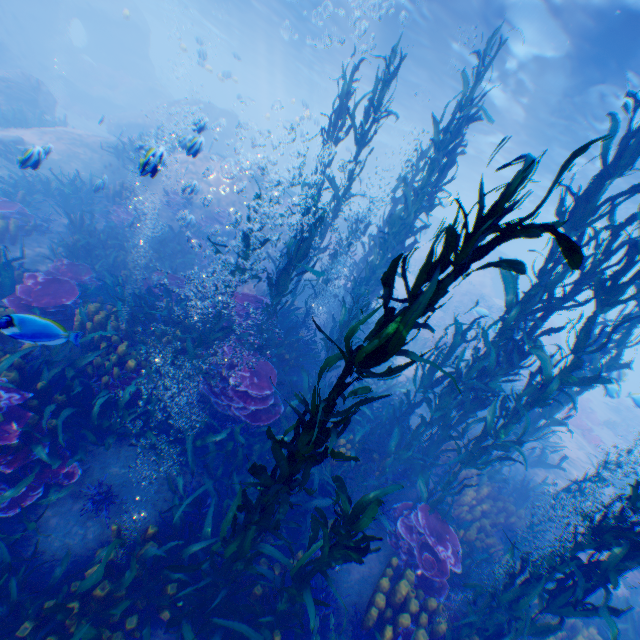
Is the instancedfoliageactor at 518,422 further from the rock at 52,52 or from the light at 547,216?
the light at 547,216

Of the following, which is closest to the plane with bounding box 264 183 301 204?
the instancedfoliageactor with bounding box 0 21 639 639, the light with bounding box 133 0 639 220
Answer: the instancedfoliageactor with bounding box 0 21 639 639

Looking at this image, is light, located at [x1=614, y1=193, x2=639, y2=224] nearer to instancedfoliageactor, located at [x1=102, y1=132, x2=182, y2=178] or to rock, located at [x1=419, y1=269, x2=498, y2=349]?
rock, located at [x1=419, y1=269, x2=498, y2=349]

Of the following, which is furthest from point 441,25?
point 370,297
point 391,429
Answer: point 391,429

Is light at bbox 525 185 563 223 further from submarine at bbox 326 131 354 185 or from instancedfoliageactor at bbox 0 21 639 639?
instancedfoliageactor at bbox 0 21 639 639

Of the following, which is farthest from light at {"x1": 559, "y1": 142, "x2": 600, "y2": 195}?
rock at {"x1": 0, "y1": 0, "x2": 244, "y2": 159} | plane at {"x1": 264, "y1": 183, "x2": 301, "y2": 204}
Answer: plane at {"x1": 264, "y1": 183, "x2": 301, "y2": 204}

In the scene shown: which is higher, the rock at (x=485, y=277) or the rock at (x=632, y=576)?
the rock at (x=485, y=277)

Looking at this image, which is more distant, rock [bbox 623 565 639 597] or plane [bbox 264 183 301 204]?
plane [bbox 264 183 301 204]
